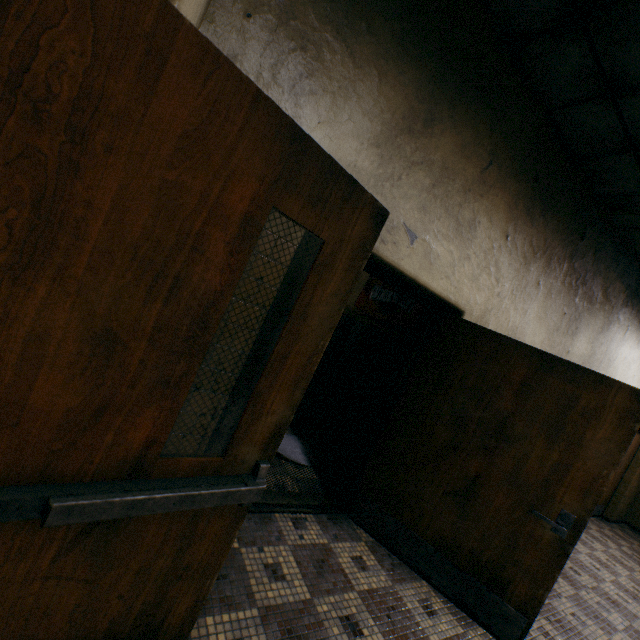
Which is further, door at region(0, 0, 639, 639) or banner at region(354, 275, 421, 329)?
banner at region(354, 275, 421, 329)

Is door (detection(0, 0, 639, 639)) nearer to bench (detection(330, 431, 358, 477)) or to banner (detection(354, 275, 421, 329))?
bench (detection(330, 431, 358, 477))

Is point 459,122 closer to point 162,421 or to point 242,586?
point 162,421

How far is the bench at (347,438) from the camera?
3.6 meters

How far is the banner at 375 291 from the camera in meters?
7.2

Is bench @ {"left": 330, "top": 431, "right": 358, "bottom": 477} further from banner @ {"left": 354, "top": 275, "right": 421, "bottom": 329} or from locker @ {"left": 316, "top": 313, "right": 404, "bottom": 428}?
banner @ {"left": 354, "top": 275, "right": 421, "bottom": 329}

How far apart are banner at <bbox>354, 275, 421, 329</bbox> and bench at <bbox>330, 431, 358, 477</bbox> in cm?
374

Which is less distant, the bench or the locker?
the bench
